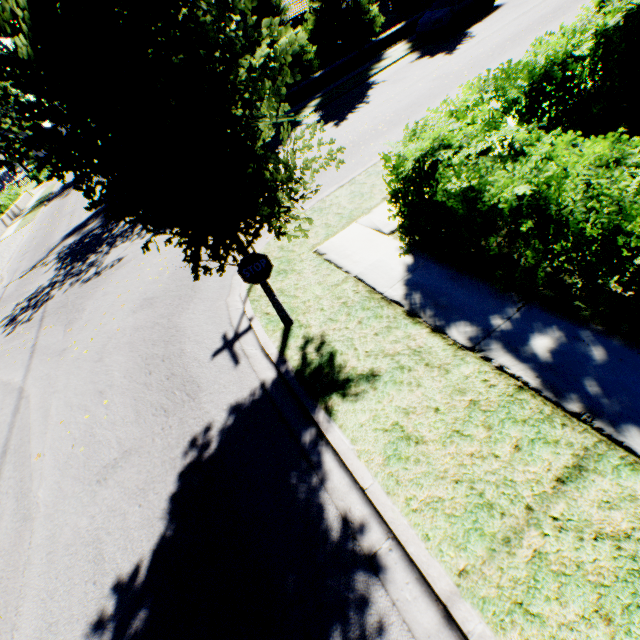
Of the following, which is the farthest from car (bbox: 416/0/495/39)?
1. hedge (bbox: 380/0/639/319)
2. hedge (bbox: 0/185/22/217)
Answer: hedge (bbox: 0/185/22/217)

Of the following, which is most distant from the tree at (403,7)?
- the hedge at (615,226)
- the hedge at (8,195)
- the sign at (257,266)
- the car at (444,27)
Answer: the hedge at (8,195)

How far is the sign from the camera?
4.7 meters

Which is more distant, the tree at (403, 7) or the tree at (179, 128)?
the tree at (403, 7)

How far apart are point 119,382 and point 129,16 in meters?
6.3 m

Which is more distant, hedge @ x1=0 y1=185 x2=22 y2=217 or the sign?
hedge @ x1=0 y1=185 x2=22 y2=217

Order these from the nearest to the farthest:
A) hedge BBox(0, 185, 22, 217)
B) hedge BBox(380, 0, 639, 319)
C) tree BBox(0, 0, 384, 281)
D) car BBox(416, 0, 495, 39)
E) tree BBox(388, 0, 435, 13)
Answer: tree BBox(0, 0, 384, 281) < hedge BBox(380, 0, 639, 319) < car BBox(416, 0, 495, 39) < tree BBox(388, 0, 435, 13) < hedge BBox(0, 185, 22, 217)

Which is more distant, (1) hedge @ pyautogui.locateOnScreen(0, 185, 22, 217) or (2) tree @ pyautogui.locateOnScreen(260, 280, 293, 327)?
(1) hedge @ pyautogui.locateOnScreen(0, 185, 22, 217)
